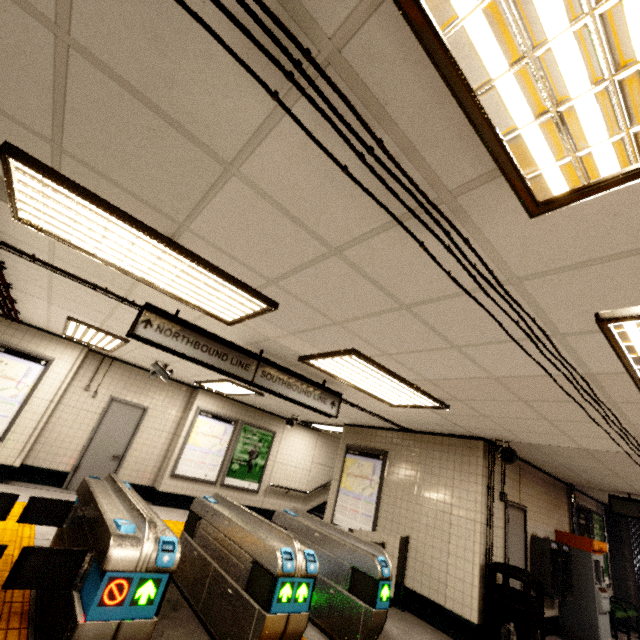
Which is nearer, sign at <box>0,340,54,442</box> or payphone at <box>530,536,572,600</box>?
payphone at <box>530,536,572,600</box>

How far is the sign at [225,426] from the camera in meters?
8.4 m

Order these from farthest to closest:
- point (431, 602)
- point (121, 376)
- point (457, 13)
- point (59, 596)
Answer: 1. point (121, 376)
2. point (431, 602)
3. point (59, 596)
4. point (457, 13)

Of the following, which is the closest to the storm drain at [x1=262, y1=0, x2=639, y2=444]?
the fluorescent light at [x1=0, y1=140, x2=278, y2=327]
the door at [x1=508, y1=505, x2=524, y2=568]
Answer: the fluorescent light at [x1=0, y1=140, x2=278, y2=327]

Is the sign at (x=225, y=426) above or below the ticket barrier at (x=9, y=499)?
above

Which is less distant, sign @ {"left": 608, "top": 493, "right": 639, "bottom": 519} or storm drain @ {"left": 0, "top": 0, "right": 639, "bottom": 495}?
storm drain @ {"left": 0, "top": 0, "right": 639, "bottom": 495}

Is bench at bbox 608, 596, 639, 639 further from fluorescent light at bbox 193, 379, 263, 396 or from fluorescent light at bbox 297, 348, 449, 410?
fluorescent light at bbox 193, 379, 263, 396

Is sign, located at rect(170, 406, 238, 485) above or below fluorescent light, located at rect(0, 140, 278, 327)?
below
